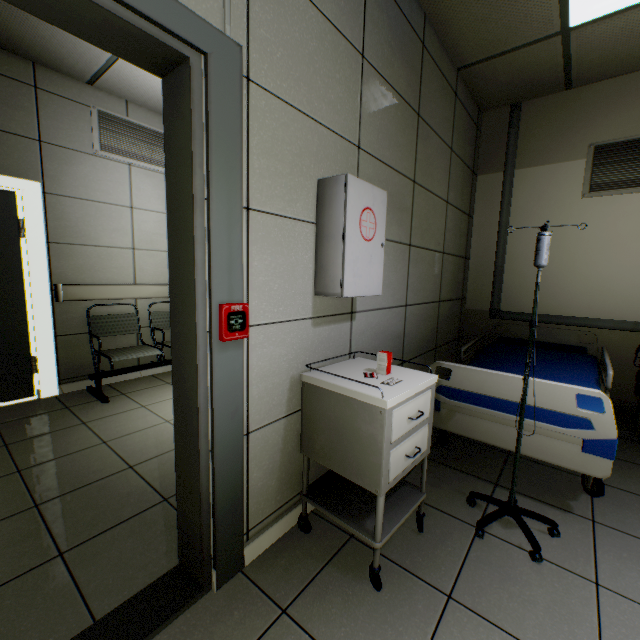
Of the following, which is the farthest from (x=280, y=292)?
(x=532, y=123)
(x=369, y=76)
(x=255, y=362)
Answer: (x=532, y=123)

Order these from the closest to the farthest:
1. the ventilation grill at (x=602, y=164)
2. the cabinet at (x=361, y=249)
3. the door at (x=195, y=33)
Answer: the door at (x=195, y=33), the cabinet at (x=361, y=249), the ventilation grill at (x=602, y=164)

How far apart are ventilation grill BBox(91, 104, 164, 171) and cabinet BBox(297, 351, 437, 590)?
3.8m

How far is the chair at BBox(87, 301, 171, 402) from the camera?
3.4 meters

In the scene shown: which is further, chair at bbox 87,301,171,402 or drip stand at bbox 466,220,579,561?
chair at bbox 87,301,171,402

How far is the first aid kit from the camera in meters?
1.6

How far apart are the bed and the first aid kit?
1.1 meters

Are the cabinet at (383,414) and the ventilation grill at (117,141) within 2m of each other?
no
